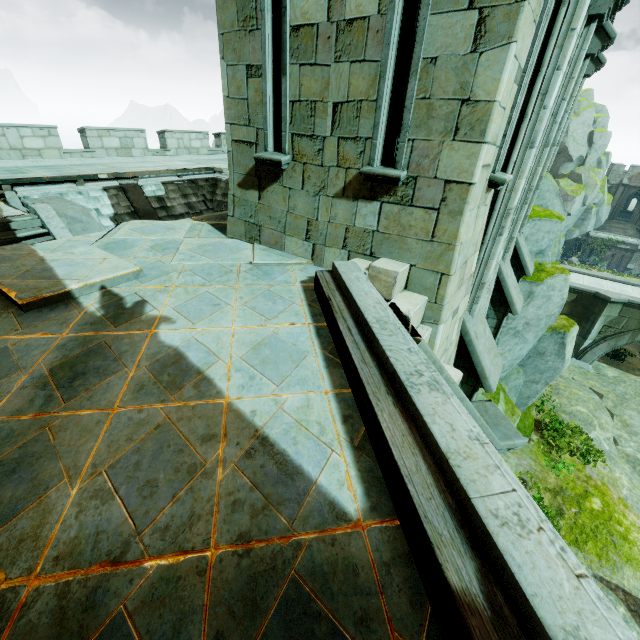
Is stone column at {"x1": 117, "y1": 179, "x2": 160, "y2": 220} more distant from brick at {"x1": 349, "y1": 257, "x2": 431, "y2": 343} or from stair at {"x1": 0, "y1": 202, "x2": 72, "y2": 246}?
brick at {"x1": 349, "y1": 257, "x2": 431, "y2": 343}

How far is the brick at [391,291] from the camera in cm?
350

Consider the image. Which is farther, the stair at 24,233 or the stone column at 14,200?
the stone column at 14,200

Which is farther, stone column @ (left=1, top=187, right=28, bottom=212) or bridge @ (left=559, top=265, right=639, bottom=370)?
bridge @ (left=559, top=265, right=639, bottom=370)

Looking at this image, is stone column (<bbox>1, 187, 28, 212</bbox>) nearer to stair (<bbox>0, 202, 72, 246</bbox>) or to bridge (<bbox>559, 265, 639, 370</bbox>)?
stair (<bbox>0, 202, 72, 246</bbox>)

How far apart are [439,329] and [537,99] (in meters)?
2.91

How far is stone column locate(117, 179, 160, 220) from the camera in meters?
11.6

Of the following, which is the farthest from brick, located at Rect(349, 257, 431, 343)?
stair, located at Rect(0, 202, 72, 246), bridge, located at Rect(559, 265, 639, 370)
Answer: bridge, located at Rect(559, 265, 639, 370)
